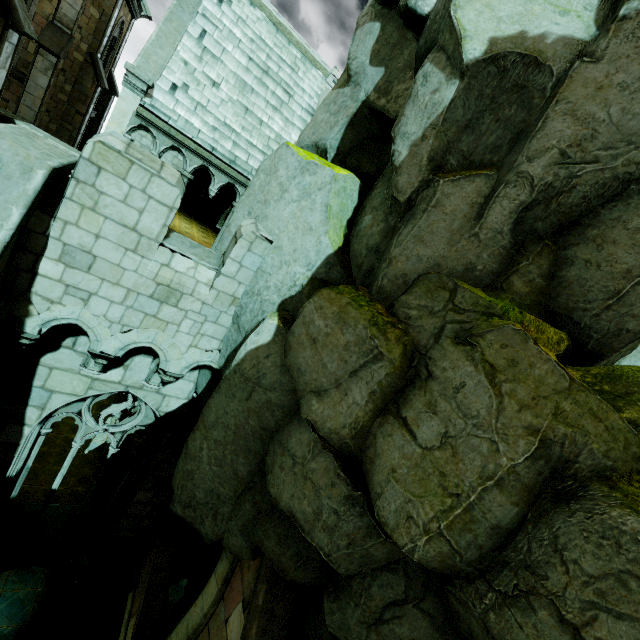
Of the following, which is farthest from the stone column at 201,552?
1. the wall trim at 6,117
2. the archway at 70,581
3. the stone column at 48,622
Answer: the wall trim at 6,117

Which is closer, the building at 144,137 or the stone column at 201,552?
the building at 144,137

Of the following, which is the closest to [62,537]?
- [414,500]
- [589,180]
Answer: [414,500]

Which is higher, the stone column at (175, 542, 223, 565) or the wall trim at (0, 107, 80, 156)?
the wall trim at (0, 107, 80, 156)

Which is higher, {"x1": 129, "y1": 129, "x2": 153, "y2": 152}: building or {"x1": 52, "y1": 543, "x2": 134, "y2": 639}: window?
{"x1": 129, "y1": 129, "x2": 153, "y2": 152}: building

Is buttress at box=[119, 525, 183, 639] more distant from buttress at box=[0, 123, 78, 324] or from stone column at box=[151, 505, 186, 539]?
buttress at box=[0, 123, 78, 324]

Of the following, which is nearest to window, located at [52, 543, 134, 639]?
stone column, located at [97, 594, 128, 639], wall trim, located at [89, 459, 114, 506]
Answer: stone column, located at [97, 594, 128, 639]

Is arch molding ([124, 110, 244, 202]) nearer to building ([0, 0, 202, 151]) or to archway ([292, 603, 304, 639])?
building ([0, 0, 202, 151])
